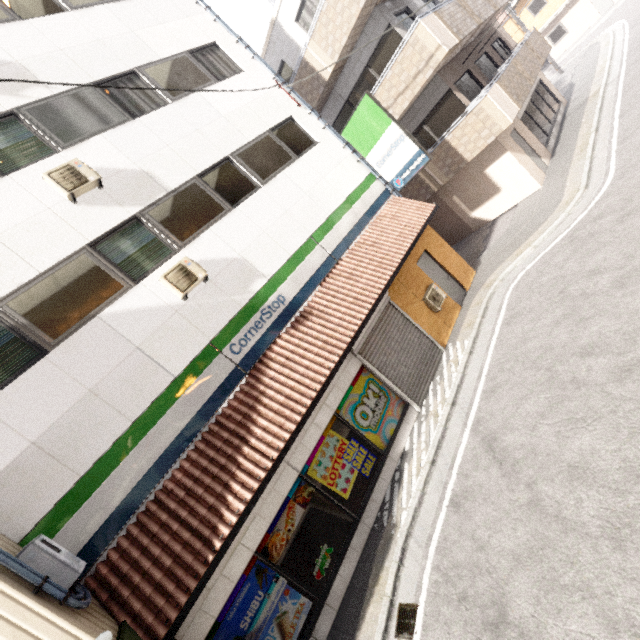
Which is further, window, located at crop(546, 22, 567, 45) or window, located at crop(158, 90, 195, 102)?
window, located at crop(546, 22, 567, 45)

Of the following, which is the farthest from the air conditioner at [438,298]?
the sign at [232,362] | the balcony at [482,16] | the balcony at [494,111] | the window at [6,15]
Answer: the window at [6,15]

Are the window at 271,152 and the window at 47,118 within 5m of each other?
yes

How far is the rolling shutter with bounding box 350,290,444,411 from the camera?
8.2 meters

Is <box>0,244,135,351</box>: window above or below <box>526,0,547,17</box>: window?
above

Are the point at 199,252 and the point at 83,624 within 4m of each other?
no

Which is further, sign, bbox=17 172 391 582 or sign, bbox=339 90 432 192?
sign, bbox=339 90 432 192

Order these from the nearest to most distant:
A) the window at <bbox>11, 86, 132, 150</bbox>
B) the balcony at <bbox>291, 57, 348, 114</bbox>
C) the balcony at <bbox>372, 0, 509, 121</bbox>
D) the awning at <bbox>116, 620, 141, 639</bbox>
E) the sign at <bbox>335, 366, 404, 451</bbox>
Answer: the awning at <bbox>116, 620, 141, 639</bbox>
the window at <bbox>11, 86, 132, 150</bbox>
the sign at <bbox>335, 366, 404, 451</bbox>
the balcony at <bbox>372, 0, 509, 121</bbox>
the balcony at <bbox>291, 57, 348, 114</bbox>
